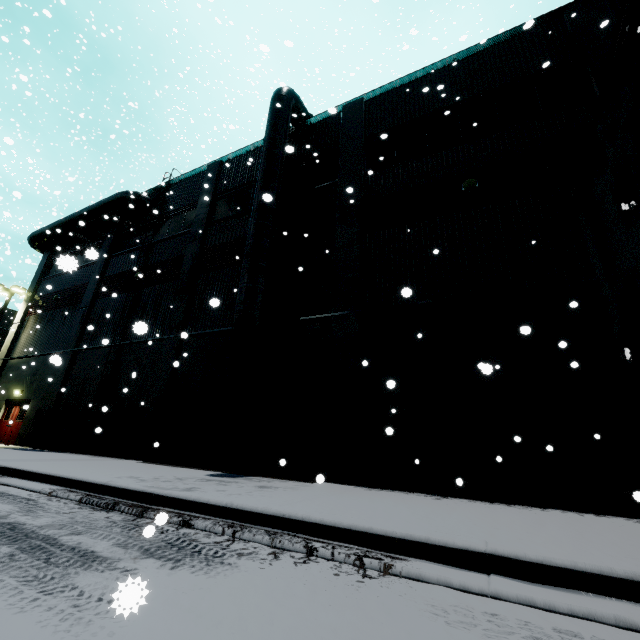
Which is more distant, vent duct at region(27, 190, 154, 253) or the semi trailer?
vent duct at region(27, 190, 154, 253)

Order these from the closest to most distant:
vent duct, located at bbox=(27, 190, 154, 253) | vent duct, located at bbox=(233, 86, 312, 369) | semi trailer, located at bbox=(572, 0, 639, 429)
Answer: semi trailer, located at bbox=(572, 0, 639, 429) < vent duct, located at bbox=(233, 86, 312, 369) < vent duct, located at bbox=(27, 190, 154, 253)

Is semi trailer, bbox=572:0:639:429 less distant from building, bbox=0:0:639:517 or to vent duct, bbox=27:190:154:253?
building, bbox=0:0:639:517

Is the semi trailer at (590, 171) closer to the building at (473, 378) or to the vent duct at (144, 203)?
the building at (473, 378)

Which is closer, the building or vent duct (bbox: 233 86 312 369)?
the building

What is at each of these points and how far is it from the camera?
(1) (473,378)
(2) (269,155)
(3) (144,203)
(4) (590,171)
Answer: (1) building, 8.1m
(2) vent duct, 12.3m
(3) vent duct, 18.7m
(4) semi trailer, 3.1m

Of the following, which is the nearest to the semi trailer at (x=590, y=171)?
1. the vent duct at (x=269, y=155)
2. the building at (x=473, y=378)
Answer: the building at (x=473, y=378)
